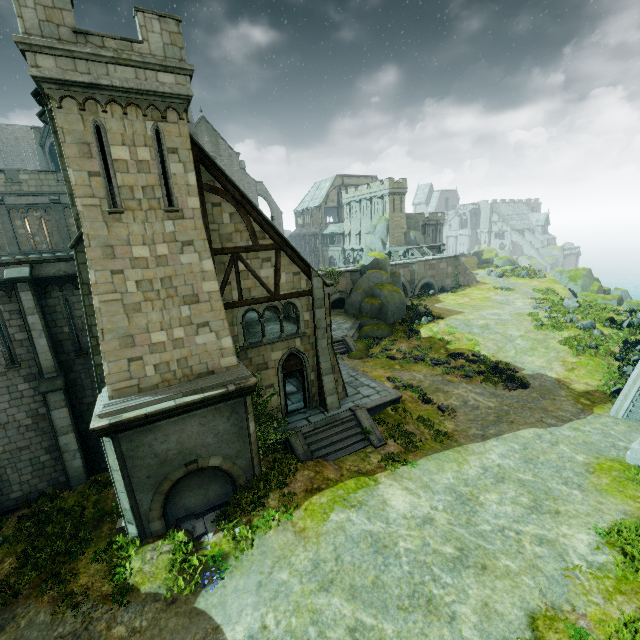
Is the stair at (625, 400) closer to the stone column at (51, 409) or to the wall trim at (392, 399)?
the wall trim at (392, 399)

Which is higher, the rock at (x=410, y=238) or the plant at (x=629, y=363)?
the rock at (x=410, y=238)

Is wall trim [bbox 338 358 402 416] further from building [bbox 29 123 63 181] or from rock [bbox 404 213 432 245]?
rock [bbox 404 213 432 245]

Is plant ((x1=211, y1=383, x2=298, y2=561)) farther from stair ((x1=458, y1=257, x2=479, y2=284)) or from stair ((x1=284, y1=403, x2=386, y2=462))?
stair ((x1=458, y1=257, x2=479, y2=284))

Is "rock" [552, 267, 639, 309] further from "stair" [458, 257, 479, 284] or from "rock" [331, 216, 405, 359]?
"rock" [331, 216, 405, 359]

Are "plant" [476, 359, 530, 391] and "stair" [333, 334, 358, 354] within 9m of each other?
no

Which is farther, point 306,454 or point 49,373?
point 306,454

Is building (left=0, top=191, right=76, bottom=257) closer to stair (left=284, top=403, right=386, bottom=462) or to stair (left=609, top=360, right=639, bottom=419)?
stair (left=284, top=403, right=386, bottom=462)
